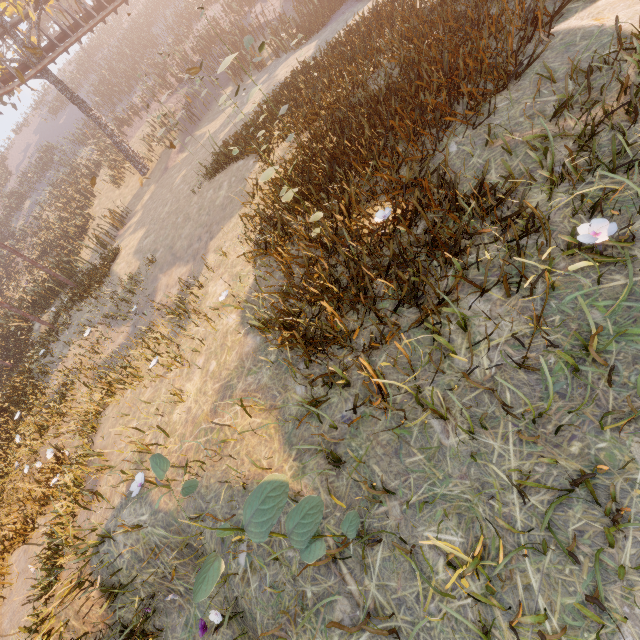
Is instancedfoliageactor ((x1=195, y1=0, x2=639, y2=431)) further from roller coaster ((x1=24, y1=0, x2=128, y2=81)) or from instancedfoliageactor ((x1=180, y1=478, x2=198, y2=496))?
roller coaster ((x1=24, y1=0, x2=128, y2=81))

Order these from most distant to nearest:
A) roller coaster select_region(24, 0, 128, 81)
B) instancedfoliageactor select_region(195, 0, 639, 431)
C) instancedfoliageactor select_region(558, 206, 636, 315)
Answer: roller coaster select_region(24, 0, 128, 81) < instancedfoliageactor select_region(195, 0, 639, 431) < instancedfoliageactor select_region(558, 206, 636, 315)

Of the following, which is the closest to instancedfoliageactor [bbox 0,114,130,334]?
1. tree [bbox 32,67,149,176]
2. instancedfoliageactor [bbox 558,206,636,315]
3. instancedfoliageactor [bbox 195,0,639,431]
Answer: tree [bbox 32,67,149,176]

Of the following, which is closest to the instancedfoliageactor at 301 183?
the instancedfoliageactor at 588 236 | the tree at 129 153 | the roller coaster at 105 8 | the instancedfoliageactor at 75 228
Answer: the instancedfoliageactor at 588 236

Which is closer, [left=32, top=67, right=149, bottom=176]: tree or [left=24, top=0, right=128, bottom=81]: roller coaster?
[left=24, top=0, right=128, bottom=81]: roller coaster

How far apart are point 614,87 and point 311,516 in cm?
459

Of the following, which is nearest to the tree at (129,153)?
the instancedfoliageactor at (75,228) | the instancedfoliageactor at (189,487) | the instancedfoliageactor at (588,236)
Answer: the instancedfoliageactor at (75,228)

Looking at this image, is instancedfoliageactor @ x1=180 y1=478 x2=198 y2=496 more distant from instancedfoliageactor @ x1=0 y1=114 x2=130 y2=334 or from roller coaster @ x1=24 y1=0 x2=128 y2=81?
instancedfoliageactor @ x1=0 y1=114 x2=130 y2=334
